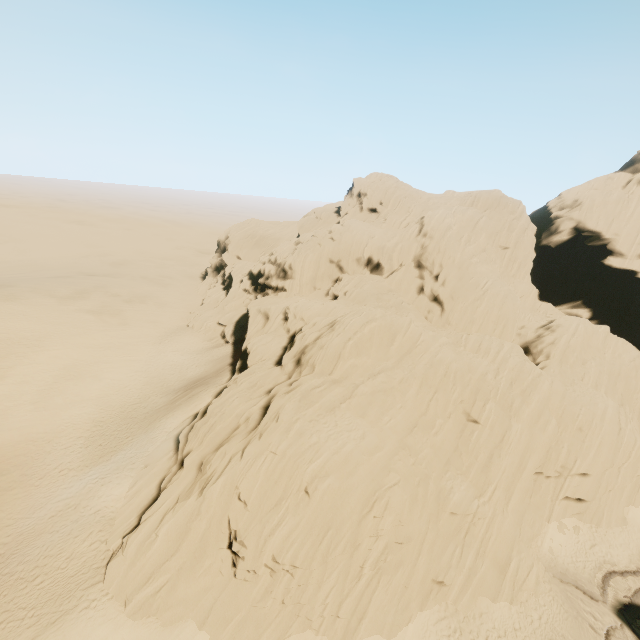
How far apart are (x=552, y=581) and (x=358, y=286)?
31.3m
